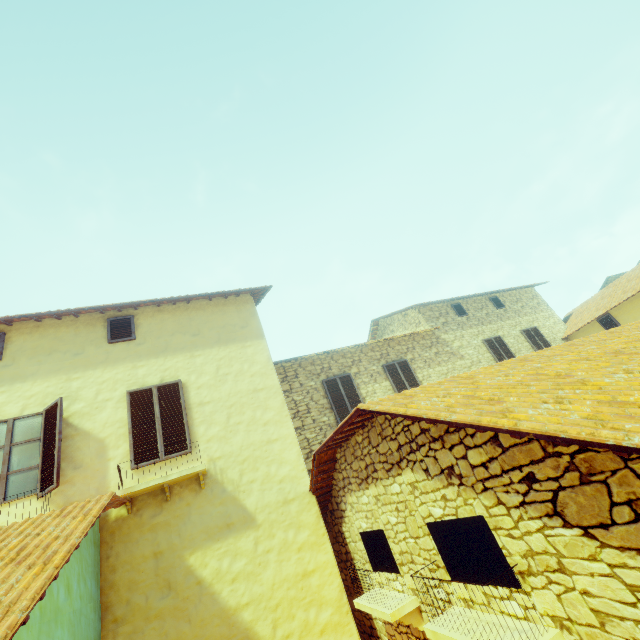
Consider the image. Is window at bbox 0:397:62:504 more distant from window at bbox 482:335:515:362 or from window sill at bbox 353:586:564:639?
window sill at bbox 353:586:564:639

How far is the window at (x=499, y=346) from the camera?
13.6m

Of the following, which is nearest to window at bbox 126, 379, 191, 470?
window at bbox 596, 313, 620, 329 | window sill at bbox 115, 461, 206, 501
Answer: window sill at bbox 115, 461, 206, 501

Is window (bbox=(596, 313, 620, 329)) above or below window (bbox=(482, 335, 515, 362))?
below

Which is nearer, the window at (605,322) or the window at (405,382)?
the window at (405,382)

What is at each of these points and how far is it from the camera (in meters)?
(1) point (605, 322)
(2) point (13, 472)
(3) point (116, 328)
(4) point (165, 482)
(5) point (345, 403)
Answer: (1) window, 14.09
(2) window, 5.76
(3) window, 7.77
(4) window sill, 5.91
(5) window, 10.62

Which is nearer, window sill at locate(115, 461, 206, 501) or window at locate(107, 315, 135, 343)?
window sill at locate(115, 461, 206, 501)

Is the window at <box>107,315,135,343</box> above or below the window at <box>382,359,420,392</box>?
above
